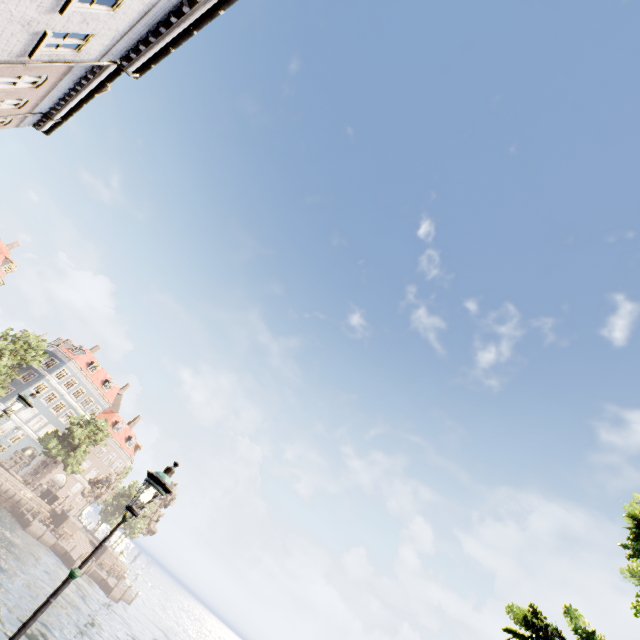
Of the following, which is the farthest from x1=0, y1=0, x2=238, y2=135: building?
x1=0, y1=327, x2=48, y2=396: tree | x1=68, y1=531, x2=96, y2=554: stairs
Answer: x1=68, y1=531, x2=96, y2=554: stairs

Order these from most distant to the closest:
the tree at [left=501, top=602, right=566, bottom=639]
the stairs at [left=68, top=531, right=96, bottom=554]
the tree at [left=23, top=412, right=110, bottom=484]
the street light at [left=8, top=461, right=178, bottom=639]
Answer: the stairs at [left=68, top=531, right=96, bottom=554]
the tree at [left=23, top=412, right=110, bottom=484]
the tree at [left=501, top=602, right=566, bottom=639]
the street light at [left=8, top=461, right=178, bottom=639]

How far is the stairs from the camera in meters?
41.5

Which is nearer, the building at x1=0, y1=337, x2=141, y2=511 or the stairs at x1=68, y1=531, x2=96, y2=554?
the stairs at x1=68, y1=531, x2=96, y2=554

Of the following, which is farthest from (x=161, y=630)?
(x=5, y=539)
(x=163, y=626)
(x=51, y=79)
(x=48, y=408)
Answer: (x=51, y=79)

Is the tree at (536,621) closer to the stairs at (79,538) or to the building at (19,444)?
the building at (19,444)

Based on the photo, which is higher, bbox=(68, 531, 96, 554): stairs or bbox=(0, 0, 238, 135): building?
bbox=(0, 0, 238, 135): building

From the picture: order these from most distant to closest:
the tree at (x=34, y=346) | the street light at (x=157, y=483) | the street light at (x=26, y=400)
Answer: the tree at (x=34, y=346), the street light at (x=26, y=400), the street light at (x=157, y=483)
